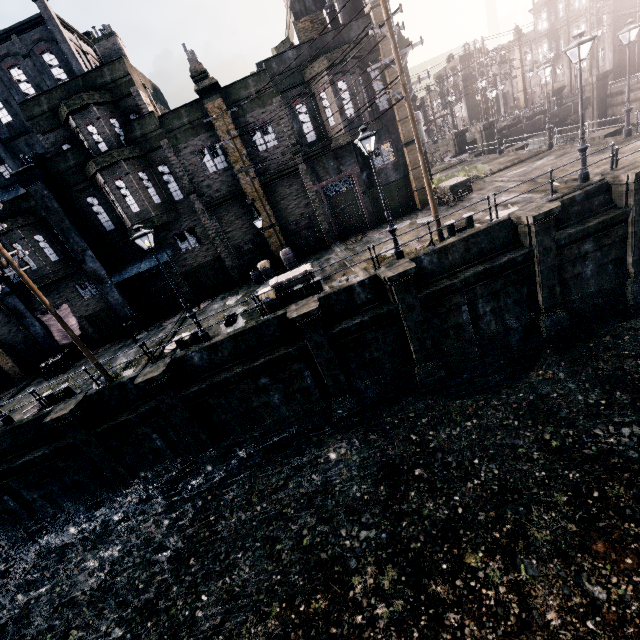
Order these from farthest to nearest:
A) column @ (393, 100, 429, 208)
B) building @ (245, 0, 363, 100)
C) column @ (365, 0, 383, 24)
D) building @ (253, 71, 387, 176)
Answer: column @ (393, 100, 429, 208) → building @ (253, 71, 387, 176) → building @ (245, 0, 363, 100) → column @ (365, 0, 383, 24)

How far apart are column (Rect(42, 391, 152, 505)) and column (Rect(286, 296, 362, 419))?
10.52m

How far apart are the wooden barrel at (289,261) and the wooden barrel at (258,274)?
0.8m

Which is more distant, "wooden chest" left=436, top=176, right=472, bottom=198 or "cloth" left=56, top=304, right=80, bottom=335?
"cloth" left=56, top=304, right=80, bottom=335

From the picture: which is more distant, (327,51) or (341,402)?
(327,51)

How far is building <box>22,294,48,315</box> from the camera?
21.8 meters

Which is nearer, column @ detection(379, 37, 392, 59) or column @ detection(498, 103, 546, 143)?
column @ detection(379, 37, 392, 59)

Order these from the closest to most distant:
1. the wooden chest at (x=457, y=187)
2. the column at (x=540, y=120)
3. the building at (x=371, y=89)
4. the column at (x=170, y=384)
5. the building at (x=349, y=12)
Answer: the column at (x=170, y=384) → the building at (x=349, y=12) → the building at (x=371, y=89) → the wooden chest at (x=457, y=187) → the column at (x=540, y=120)
